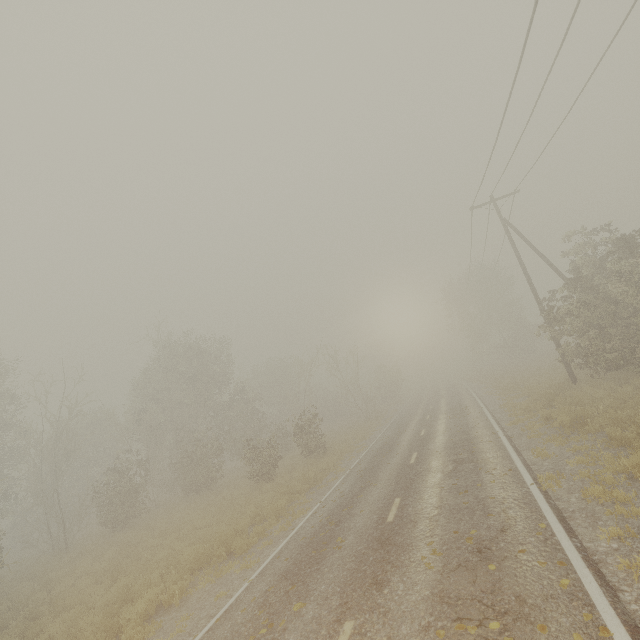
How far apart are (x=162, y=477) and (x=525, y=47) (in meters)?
32.38
